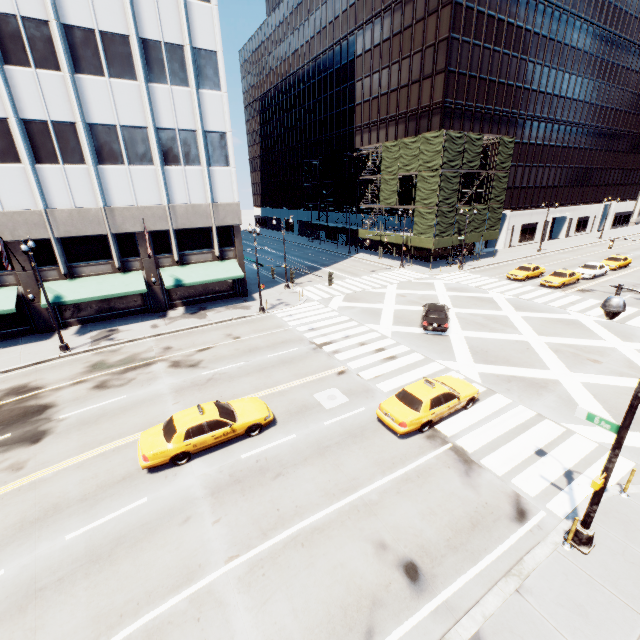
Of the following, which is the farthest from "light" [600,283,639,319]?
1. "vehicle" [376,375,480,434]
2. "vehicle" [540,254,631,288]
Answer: "vehicle" [540,254,631,288]

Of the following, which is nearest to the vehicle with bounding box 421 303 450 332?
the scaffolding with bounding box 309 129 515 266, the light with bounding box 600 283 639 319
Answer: the light with bounding box 600 283 639 319

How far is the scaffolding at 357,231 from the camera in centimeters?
4506cm

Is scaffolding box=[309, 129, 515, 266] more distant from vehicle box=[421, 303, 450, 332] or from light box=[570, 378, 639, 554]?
light box=[570, 378, 639, 554]

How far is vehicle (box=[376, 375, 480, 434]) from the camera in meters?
13.3 m

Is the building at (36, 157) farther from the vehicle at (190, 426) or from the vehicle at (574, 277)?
the vehicle at (574, 277)

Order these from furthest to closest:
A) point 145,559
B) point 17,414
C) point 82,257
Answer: point 82,257 < point 17,414 < point 145,559

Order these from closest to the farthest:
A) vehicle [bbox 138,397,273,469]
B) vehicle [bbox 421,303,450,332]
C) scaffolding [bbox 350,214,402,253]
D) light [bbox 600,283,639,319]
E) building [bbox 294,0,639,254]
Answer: light [bbox 600,283,639,319] < vehicle [bbox 138,397,273,469] < vehicle [bbox 421,303,450,332] < building [bbox 294,0,639,254] < scaffolding [bbox 350,214,402,253]
